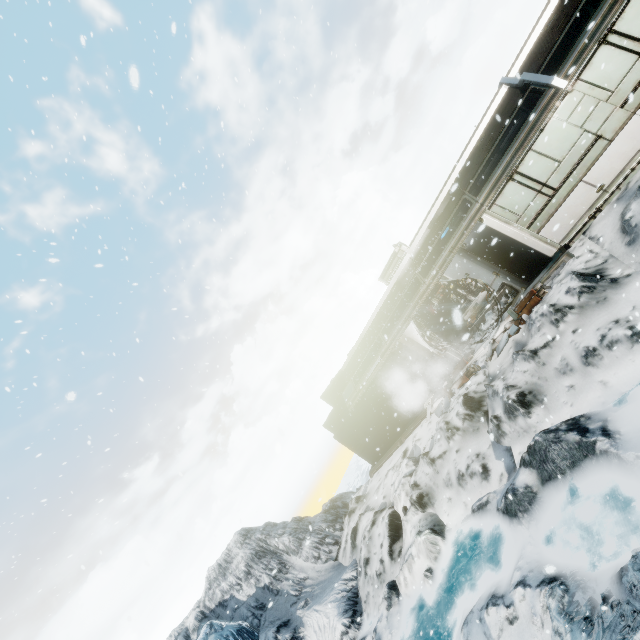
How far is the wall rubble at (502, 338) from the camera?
A: 10.1m

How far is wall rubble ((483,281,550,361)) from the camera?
10.1 meters

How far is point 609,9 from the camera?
8.44m
